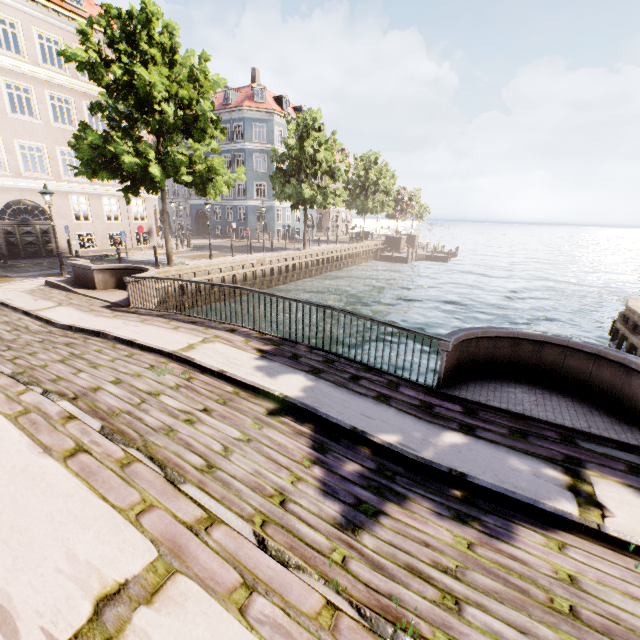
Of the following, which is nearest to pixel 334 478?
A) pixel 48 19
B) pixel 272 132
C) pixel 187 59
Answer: pixel 187 59

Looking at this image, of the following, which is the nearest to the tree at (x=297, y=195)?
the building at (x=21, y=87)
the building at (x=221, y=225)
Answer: the building at (x=21, y=87)

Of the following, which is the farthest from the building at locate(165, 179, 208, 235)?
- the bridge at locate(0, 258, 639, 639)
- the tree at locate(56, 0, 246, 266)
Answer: the bridge at locate(0, 258, 639, 639)

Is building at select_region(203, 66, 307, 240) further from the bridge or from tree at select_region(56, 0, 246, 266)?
the bridge

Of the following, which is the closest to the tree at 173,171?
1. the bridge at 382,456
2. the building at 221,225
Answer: the bridge at 382,456

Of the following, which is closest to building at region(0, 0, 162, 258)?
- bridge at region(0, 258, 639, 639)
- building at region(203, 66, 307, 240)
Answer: bridge at region(0, 258, 639, 639)

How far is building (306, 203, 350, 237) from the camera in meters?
46.5

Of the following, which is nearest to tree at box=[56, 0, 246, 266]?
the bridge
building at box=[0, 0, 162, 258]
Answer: the bridge
